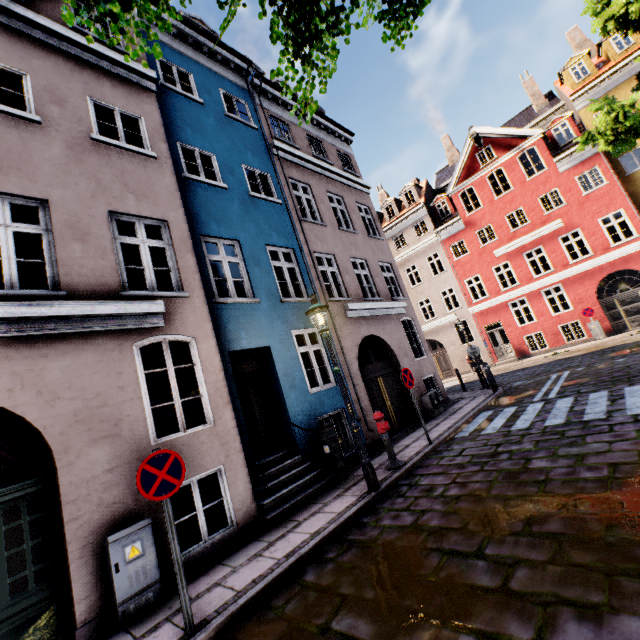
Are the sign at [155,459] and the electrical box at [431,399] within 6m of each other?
no

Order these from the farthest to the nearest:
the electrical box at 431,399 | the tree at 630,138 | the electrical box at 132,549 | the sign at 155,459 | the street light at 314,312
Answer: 1. the electrical box at 431,399
2. the tree at 630,138
3. the street light at 314,312
4. the electrical box at 132,549
5. the sign at 155,459

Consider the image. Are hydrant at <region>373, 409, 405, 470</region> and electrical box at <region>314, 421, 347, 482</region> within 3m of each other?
yes

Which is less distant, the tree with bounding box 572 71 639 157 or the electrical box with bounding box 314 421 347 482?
the electrical box with bounding box 314 421 347 482

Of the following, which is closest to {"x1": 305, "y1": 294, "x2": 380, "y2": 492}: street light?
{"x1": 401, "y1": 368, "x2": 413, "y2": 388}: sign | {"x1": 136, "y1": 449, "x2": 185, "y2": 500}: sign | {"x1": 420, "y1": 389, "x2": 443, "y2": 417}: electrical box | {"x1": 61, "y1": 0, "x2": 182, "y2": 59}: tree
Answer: {"x1": 61, "y1": 0, "x2": 182, "y2": 59}: tree

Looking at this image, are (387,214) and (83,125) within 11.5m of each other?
no

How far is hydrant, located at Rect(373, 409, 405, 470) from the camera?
6.9 meters

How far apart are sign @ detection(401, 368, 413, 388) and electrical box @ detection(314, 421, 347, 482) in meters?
2.1 m
